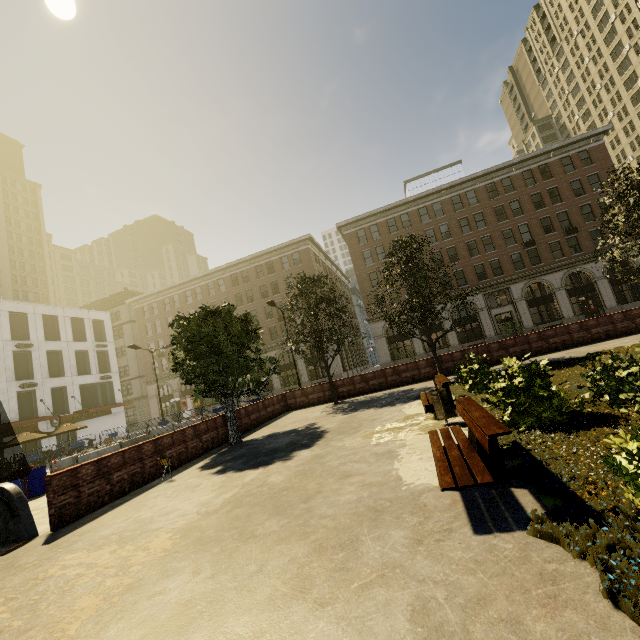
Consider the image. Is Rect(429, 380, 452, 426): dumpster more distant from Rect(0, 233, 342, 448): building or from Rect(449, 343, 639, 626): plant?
Rect(0, 233, 342, 448): building

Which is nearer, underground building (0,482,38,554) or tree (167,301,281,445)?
underground building (0,482,38,554)

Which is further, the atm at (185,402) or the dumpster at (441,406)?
the atm at (185,402)

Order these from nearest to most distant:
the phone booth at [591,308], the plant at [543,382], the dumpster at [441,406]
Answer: the plant at [543,382], the dumpster at [441,406], the phone booth at [591,308]

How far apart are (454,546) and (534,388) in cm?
377

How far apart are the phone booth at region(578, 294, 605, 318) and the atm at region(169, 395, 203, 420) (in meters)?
49.80

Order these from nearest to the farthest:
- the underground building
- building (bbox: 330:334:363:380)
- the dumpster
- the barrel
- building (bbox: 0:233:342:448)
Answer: the underground building
the dumpster
the barrel
building (bbox: 0:233:342:448)
building (bbox: 330:334:363:380)

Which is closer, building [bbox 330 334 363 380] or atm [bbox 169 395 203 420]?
building [bbox 330 334 363 380]
